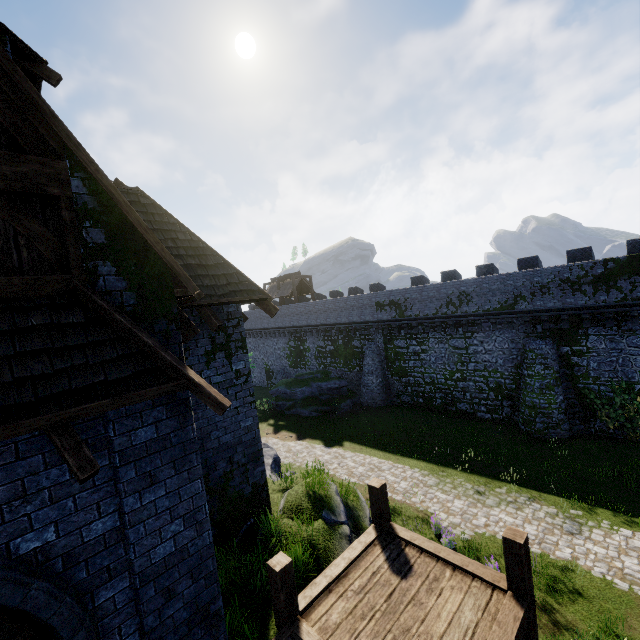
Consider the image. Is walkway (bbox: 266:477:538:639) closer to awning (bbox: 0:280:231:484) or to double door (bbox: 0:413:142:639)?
double door (bbox: 0:413:142:639)

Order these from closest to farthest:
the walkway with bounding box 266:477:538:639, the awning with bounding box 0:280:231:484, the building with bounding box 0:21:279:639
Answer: the awning with bounding box 0:280:231:484
the building with bounding box 0:21:279:639
the walkway with bounding box 266:477:538:639

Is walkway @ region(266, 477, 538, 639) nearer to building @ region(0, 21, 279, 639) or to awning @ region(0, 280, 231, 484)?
building @ region(0, 21, 279, 639)

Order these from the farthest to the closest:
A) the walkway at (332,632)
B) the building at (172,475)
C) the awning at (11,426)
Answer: the walkway at (332,632) → the building at (172,475) → the awning at (11,426)

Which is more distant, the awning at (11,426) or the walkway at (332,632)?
the walkway at (332,632)

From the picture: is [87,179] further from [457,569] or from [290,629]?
[457,569]

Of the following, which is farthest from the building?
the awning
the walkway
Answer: the walkway
